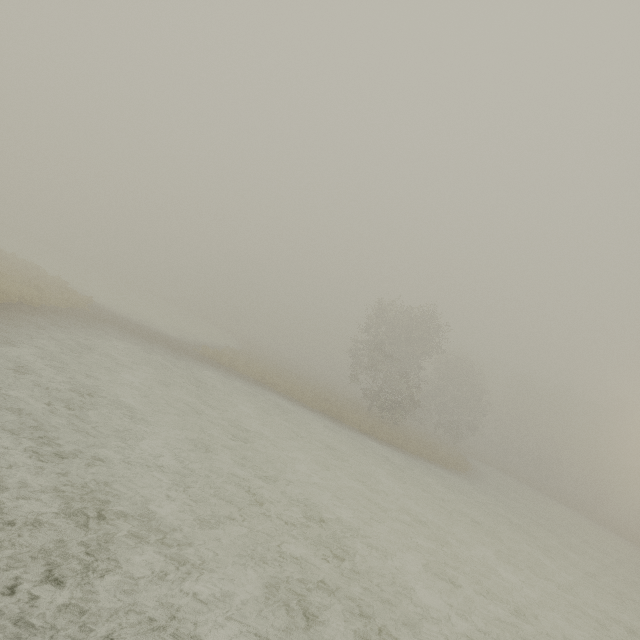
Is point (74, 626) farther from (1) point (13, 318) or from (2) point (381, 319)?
(2) point (381, 319)
